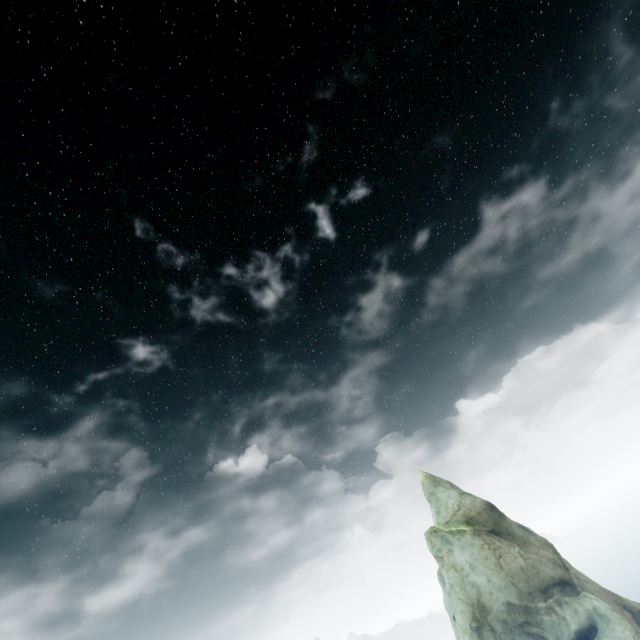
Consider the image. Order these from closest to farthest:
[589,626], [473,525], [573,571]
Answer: [589,626]
[573,571]
[473,525]
